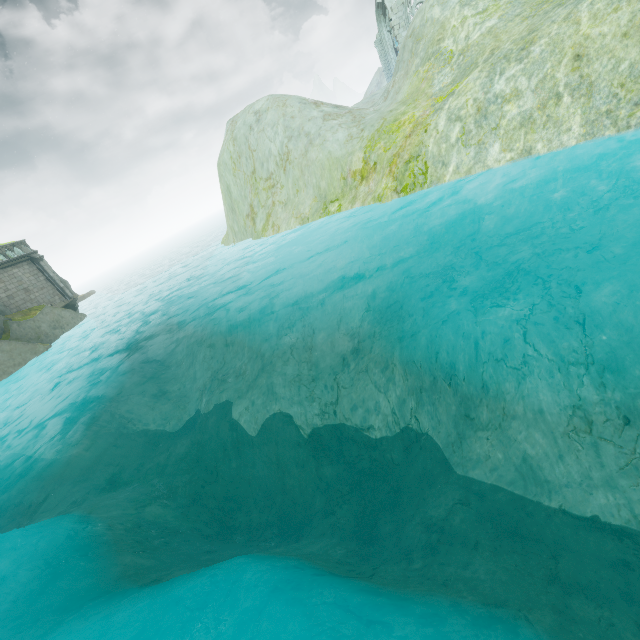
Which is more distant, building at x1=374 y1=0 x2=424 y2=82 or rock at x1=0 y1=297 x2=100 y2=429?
building at x1=374 y1=0 x2=424 y2=82

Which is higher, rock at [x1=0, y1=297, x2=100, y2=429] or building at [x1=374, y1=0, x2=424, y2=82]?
building at [x1=374, y1=0, x2=424, y2=82]

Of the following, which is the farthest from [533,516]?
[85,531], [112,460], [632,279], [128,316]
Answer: [128,316]

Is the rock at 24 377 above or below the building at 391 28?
below

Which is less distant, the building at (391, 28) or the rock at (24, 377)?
the rock at (24, 377)
